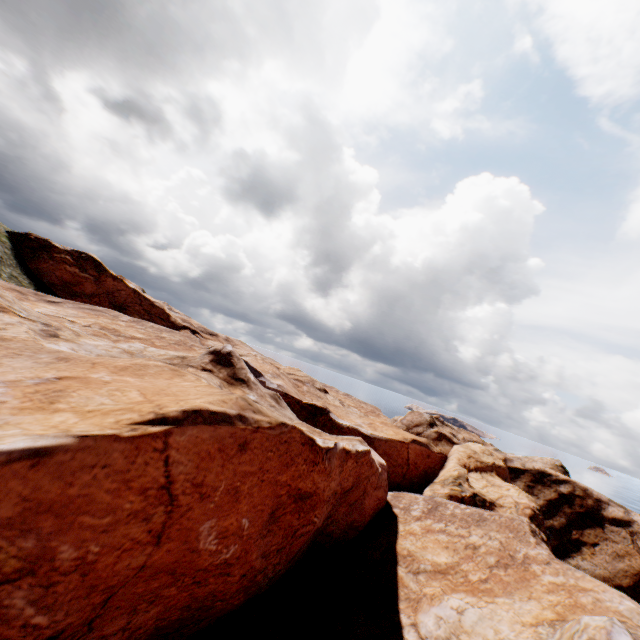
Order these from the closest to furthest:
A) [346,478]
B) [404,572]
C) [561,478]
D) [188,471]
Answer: [188,471], [346,478], [404,572], [561,478]
